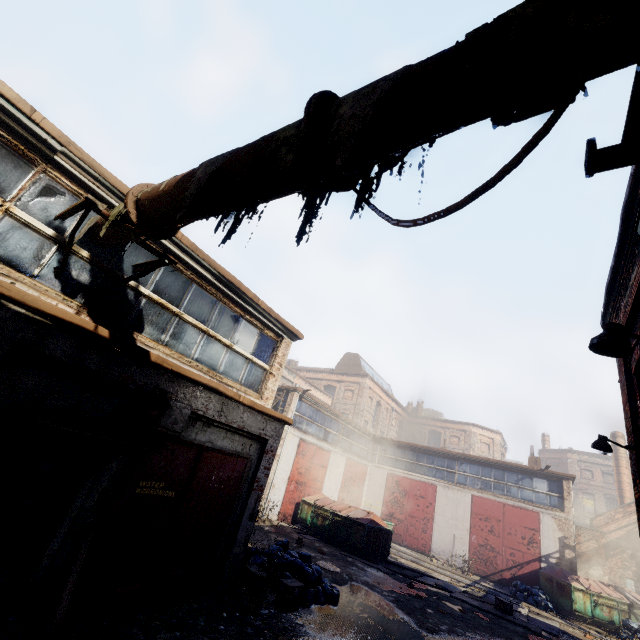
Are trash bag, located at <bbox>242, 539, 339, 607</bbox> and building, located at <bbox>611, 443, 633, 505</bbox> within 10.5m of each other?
no

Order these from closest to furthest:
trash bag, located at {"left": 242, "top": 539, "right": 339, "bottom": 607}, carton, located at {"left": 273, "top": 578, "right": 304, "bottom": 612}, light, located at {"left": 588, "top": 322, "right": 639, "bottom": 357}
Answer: light, located at {"left": 588, "top": 322, "right": 639, "bottom": 357}, carton, located at {"left": 273, "top": 578, "right": 304, "bottom": 612}, trash bag, located at {"left": 242, "top": 539, "right": 339, "bottom": 607}

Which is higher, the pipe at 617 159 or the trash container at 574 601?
the pipe at 617 159

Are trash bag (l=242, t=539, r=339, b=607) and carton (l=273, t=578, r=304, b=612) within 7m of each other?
yes

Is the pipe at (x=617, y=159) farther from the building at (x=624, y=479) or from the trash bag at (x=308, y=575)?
the building at (x=624, y=479)

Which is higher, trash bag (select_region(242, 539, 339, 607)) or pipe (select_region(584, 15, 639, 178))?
pipe (select_region(584, 15, 639, 178))

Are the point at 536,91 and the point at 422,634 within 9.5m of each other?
no

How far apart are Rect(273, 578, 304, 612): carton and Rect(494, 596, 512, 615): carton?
9.6 meters
